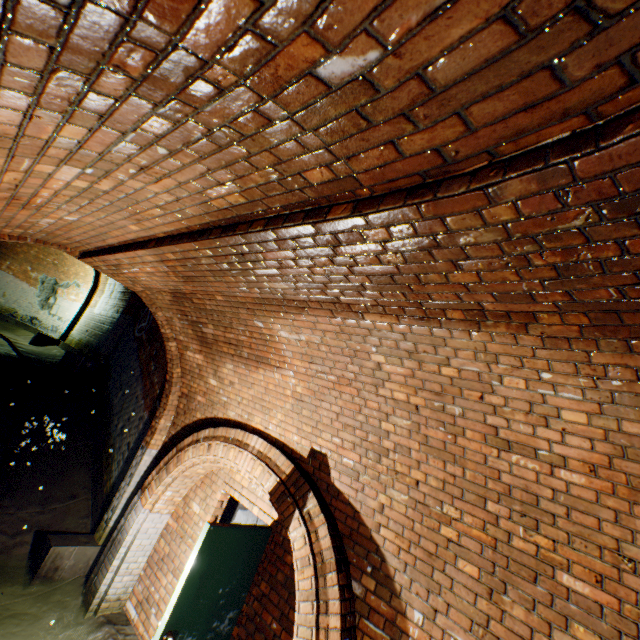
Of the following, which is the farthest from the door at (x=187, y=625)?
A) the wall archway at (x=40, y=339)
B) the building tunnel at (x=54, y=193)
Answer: the wall archway at (x=40, y=339)

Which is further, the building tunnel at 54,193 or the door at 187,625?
the door at 187,625

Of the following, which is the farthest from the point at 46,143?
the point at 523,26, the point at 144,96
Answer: the point at 523,26

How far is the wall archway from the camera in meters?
12.1

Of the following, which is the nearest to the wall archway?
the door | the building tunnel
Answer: the building tunnel

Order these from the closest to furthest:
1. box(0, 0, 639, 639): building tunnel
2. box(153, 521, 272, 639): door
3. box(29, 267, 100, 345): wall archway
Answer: box(0, 0, 639, 639): building tunnel → box(153, 521, 272, 639): door → box(29, 267, 100, 345): wall archway

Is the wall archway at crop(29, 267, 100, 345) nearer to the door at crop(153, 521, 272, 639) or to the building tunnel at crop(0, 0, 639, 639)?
the building tunnel at crop(0, 0, 639, 639)
